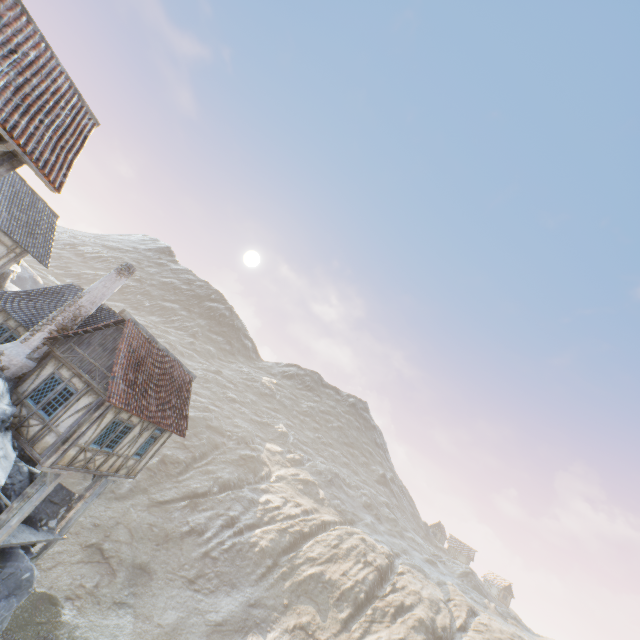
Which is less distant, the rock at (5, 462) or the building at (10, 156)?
the building at (10, 156)

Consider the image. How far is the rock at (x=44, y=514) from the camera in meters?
14.0

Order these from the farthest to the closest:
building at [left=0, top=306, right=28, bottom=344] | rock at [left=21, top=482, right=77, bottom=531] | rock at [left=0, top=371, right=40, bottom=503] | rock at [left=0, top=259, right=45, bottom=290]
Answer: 1. rock at [left=0, top=259, right=45, bottom=290]
2. building at [left=0, top=306, right=28, bottom=344]
3. rock at [left=21, top=482, right=77, bottom=531]
4. rock at [left=0, top=371, right=40, bottom=503]

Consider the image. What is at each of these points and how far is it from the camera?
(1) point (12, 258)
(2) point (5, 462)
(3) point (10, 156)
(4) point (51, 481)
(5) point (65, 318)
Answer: (1) building, 18.1m
(2) rock, 10.3m
(3) building, 8.2m
(4) wooden structure, 12.7m
(5) chimney, 14.4m

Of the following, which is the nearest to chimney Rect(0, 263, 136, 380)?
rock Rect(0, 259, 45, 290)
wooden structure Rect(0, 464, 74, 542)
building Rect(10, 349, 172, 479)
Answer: building Rect(10, 349, 172, 479)

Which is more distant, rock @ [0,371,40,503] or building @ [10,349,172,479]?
building @ [10,349,172,479]

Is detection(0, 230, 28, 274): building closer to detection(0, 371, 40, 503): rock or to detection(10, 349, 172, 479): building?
detection(0, 371, 40, 503): rock

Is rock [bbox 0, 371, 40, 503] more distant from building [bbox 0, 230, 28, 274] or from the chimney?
building [bbox 0, 230, 28, 274]
